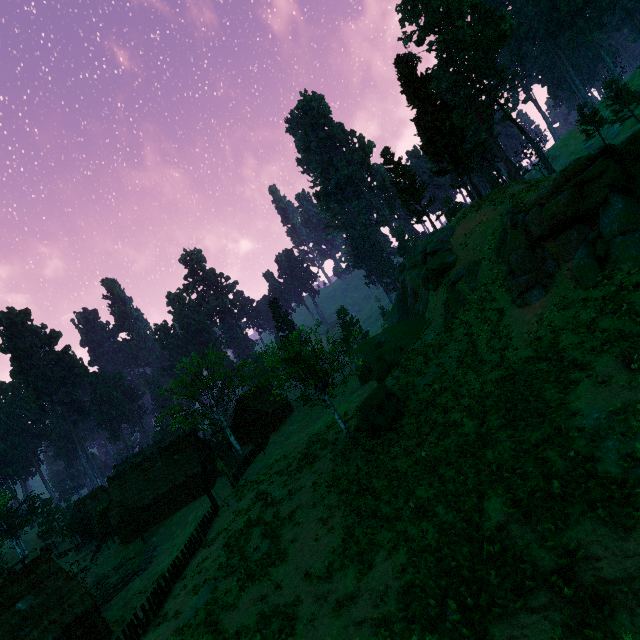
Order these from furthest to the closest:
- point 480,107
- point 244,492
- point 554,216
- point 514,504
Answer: point 480,107 → point 244,492 → point 554,216 → point 514,504

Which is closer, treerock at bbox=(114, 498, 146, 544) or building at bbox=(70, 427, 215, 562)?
treerock at bbox=(114, 498, 146, 544)

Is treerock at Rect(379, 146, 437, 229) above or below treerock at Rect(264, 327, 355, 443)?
above

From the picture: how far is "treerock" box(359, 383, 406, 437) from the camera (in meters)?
23.67

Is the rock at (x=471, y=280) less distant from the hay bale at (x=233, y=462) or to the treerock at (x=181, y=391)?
the treerock at (x=181, y=391)

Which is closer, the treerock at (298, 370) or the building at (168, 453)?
the treerock at (298, 370)

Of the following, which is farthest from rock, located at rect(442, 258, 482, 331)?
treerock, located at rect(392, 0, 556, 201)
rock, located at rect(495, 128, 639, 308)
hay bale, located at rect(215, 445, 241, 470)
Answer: hay bale, located at rect(215, 445, 241, 470)

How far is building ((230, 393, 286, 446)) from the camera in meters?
55.5
